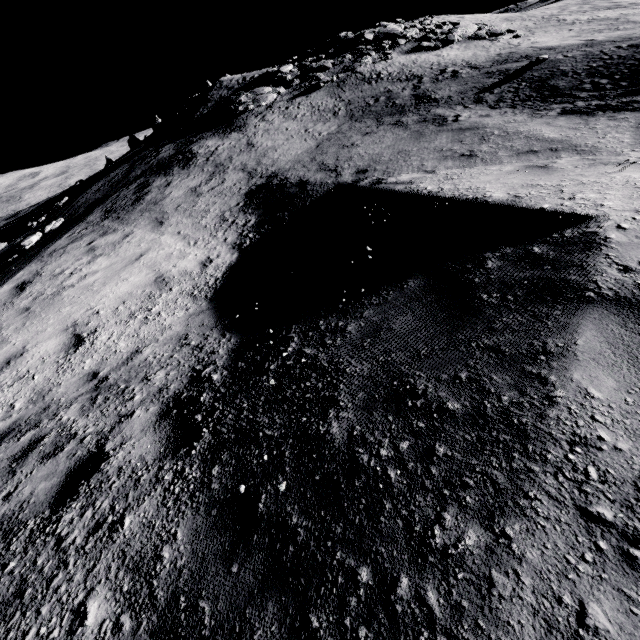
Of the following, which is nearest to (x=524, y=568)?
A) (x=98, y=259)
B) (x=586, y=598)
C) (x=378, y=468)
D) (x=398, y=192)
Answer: (x=586, y=598)
